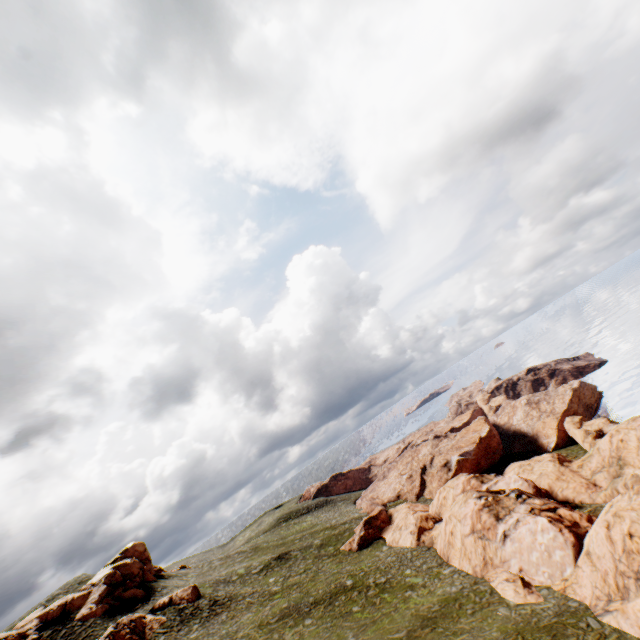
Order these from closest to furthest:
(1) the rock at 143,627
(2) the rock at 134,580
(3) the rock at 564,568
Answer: (3) the rock at 564,568, (1) the rock at 143,627, (2) the rock at 134,580

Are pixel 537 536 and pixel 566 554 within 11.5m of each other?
yes

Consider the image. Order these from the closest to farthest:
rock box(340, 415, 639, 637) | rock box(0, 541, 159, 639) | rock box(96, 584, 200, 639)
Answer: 1. rock box(340, 415, 639, 637)
2. rock box(96, 584, 200, 639)
3. rock box(0, 541, 159, 639)

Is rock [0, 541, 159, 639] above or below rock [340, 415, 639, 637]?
above

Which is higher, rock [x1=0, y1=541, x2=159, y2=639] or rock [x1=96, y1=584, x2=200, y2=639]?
rock [x1=0, y1=541, x2=159, y2=639]

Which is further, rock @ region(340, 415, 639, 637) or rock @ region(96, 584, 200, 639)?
rock @ region(96, 584, 200, 639)

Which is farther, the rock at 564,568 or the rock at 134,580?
the rock at 134,580
